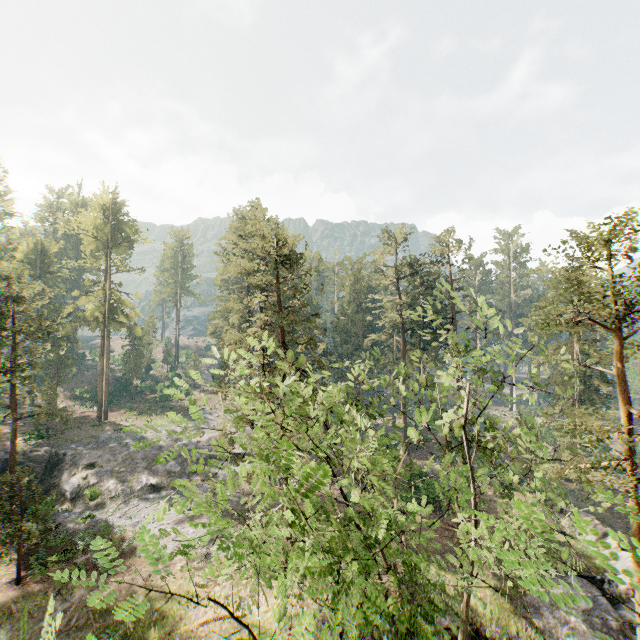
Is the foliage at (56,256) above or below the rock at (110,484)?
above

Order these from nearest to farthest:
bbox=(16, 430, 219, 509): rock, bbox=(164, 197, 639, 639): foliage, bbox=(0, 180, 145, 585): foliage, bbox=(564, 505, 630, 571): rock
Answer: bbox=(164, 197, 639, 639): foliage
bbox=(0, 180, 145, 585): foliage
bbox=(564, 505, 630, 571): rock
bbox=(16, 430, 219, 509): rock

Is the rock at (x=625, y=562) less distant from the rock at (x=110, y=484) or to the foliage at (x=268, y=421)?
the foliage at (x=268, y=421)

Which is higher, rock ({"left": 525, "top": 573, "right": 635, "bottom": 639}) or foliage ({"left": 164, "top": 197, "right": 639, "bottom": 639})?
foliage ({"left": 164, "top": 197, "right": 639, "bottom": 639})

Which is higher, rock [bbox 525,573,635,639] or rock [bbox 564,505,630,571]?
rock [bbox 564,505,630,571]

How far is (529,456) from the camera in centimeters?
961cm

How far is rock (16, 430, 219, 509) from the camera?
31.0 meters

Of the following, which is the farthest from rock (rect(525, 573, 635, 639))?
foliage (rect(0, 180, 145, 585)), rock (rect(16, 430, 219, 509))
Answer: rock (rect(16, 430, 219, 509))
